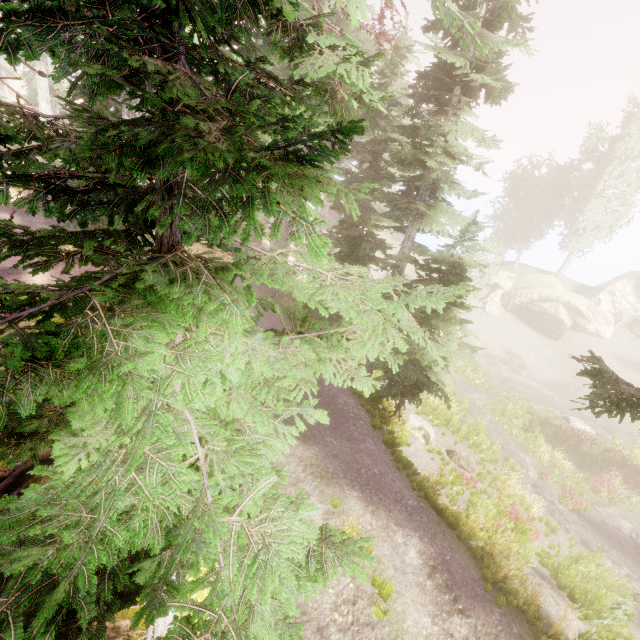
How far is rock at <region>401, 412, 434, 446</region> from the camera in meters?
16.1

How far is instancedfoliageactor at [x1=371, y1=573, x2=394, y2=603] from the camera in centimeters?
626cm

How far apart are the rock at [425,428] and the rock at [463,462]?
0.8 meters

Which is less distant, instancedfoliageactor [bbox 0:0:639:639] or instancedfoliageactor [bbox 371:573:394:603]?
instancedfoliageactor [bbox 0:0:639:639]

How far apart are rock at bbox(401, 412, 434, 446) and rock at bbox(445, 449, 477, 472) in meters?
0.8

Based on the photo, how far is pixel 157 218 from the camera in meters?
2.1

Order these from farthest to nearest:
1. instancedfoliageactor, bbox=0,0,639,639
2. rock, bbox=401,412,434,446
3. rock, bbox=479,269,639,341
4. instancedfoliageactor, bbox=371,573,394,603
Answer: rock, bbox=479,269,639,341 < rock, bbox=401,412,434,446 < instancedfoliageactor, bbox=371,573,394,603 < instancedfoliageactor, bbox=0,0,639,639

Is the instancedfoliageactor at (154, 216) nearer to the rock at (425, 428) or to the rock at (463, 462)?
the rock at (425, 428)
